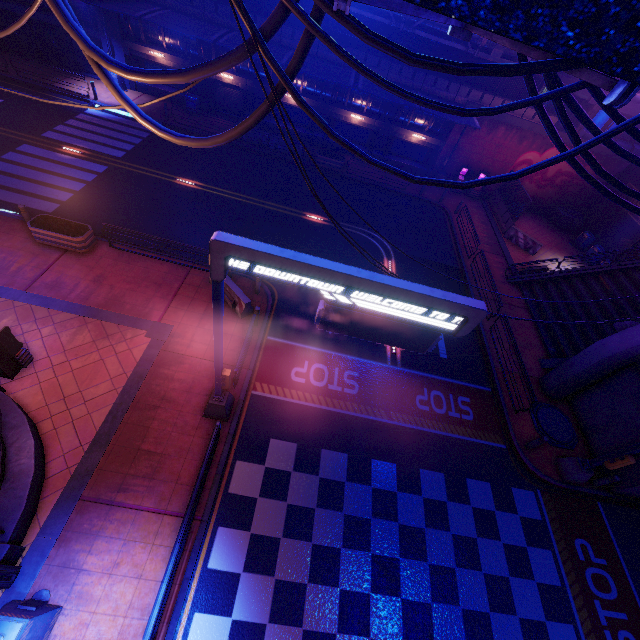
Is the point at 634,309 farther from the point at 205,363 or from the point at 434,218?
the point at 205,363

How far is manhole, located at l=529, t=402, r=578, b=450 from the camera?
13.37m

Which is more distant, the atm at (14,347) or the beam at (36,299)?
the beam at (36,299)

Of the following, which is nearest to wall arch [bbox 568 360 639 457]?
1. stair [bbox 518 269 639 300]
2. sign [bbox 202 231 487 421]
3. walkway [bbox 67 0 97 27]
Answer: stair [bbox 518 269 639 300]

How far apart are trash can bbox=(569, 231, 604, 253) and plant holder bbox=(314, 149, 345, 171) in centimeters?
1923cm

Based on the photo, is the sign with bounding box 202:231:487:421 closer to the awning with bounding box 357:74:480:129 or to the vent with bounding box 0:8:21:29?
the awning with bounding box 357:74:480:129

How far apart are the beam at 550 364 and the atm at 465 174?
16.46m

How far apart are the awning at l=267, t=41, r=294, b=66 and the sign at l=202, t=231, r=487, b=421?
19.13m
